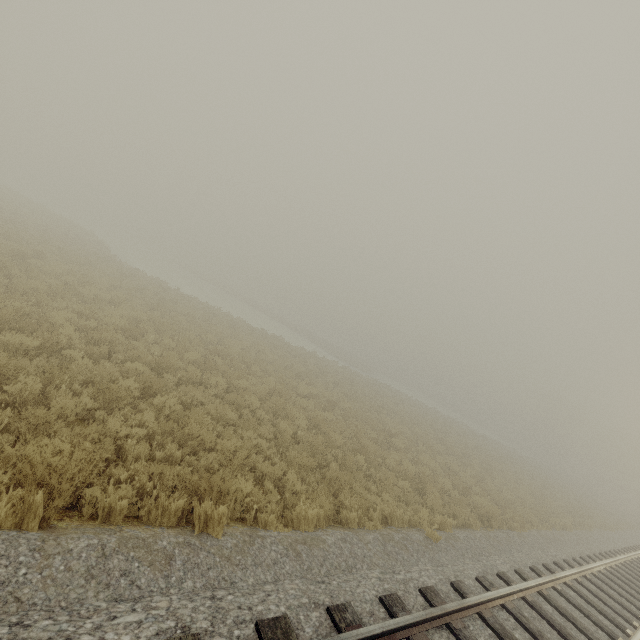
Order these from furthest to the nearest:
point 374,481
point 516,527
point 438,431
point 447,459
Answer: point 438,431
point 447,459
point 516,527
point 374,481
